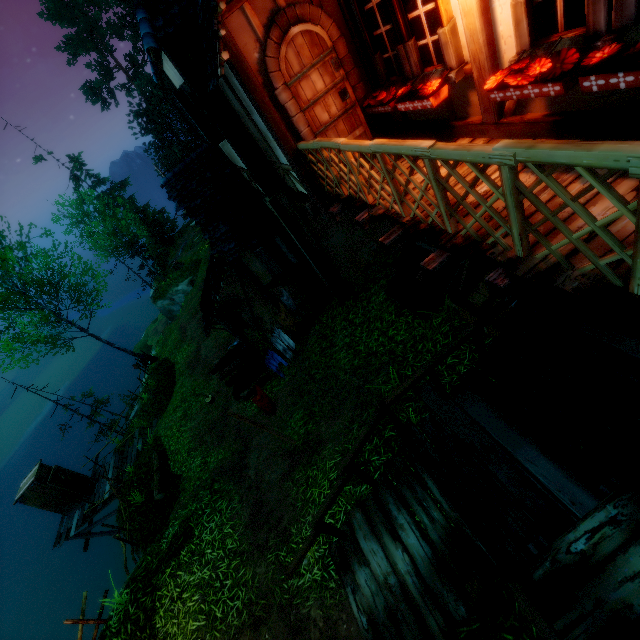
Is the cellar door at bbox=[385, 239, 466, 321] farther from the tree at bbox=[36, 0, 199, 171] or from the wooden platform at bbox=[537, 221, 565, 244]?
the tree at bbox=[36, 0, 199, 171]

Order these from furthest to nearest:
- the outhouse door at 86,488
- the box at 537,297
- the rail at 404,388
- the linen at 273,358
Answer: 1. the outhouse door at 86,488
2. the linen at 273,358
3. the box at 537,297
4. the rail at 404,388

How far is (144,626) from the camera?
6.9 meters

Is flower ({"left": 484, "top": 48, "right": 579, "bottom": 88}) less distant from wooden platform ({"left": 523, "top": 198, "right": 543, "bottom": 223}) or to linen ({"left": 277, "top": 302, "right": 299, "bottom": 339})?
wooden platform ({"left": 523, "top": 198, "right": 543, "bottom": 223})

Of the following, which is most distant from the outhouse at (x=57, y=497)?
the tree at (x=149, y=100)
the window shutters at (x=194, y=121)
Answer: the tree at (x=149, y=100)

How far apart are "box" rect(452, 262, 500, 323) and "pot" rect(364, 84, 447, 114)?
3.6 meters

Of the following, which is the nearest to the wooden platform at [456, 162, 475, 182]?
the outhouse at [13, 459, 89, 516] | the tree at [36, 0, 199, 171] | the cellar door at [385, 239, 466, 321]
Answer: the cellar door at [385, 239, 466, 321]

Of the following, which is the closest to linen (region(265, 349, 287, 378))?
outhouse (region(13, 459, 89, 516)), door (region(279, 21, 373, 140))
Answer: door (region(279, 21, 373, 140))
